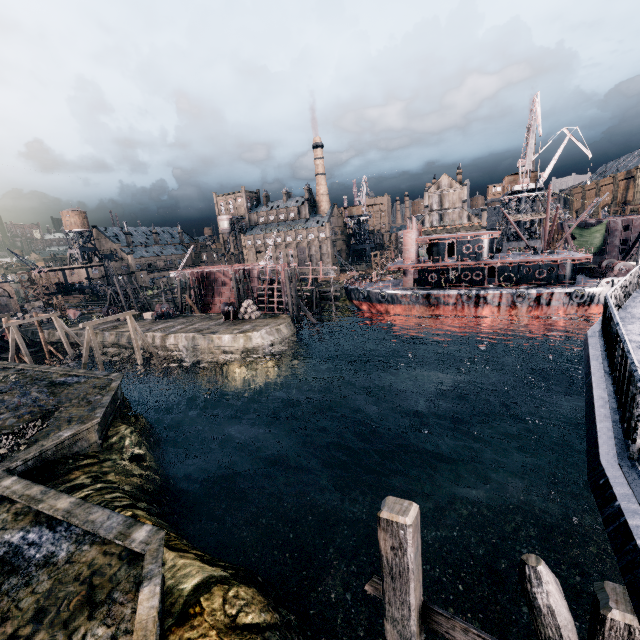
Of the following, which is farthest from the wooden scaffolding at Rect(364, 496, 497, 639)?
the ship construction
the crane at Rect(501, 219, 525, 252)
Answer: the crane at Rect(501, 219, 525, 252)

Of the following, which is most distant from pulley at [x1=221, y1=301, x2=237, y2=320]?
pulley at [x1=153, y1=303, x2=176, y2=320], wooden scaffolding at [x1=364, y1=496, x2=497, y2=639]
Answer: wooden scaffolding at [x1=364, y1=496, x2=497, y2=639]

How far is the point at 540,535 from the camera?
18.83m

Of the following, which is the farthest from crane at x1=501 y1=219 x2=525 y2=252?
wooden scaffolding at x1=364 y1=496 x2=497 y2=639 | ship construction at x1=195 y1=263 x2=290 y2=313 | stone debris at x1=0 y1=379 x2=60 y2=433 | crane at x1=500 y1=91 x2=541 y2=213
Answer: stone debris at x1=0 y1=379 x2=60 y2=433

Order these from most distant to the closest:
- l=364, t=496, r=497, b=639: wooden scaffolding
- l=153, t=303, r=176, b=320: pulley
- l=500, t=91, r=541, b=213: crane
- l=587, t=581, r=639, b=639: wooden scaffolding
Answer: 1. l=153, t=303, r=176, b=320: pulley
2. l=500, t=91, r=541, b=213: crane
3. l=364, t=496, r=497, b=639: wooden scaffolding
4. l=587, t=581, r=639, b=639: wooden scaffolding

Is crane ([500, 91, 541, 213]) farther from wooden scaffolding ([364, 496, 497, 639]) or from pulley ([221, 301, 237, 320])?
wooden scaffolding ([364, 496, 497, 639])

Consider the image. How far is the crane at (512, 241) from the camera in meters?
56.4

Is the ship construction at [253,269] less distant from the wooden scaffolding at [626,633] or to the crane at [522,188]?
the crane at [522,188]
